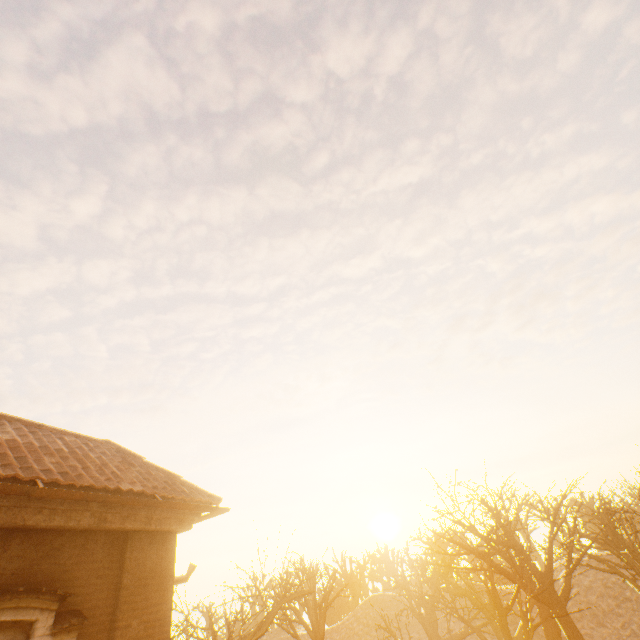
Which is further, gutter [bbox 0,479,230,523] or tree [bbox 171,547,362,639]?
tree [bbox 171,547,362,639]

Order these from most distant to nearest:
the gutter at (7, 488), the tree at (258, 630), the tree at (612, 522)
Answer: the tree at (258, 630) < the tree at (612, 522) < the gutter at (7, 488)

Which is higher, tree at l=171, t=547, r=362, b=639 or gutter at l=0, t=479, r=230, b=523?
gutter at l=0, t=479, r=230, b=523

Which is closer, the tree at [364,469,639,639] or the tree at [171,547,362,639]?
the tree at [364,469,639,639]

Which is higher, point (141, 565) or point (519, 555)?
point (141, 565)

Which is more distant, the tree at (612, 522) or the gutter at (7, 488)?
the tree at (612, 522)

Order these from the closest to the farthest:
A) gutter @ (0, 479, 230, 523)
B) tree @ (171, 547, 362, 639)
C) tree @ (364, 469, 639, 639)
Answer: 1. gutter @ (0, 479, 230, 523)
2. tree @ (364, 469, 639, 639)
3. tree @ (171, 547, 362, 639)
